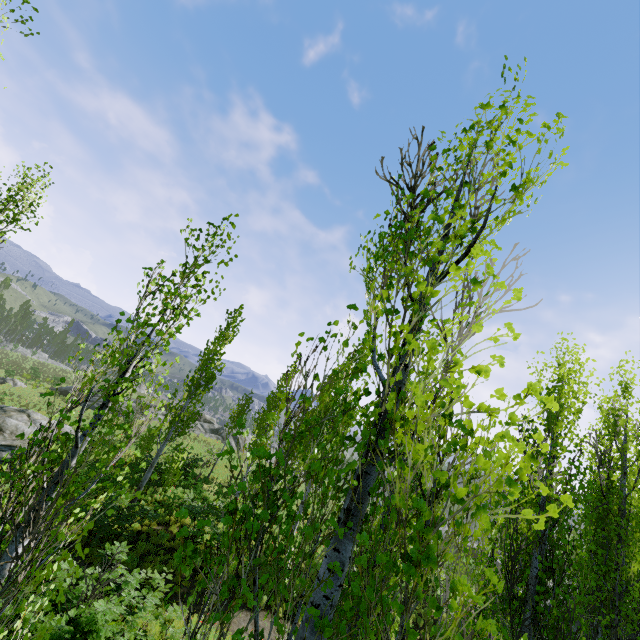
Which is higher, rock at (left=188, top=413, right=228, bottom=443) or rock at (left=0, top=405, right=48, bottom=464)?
rock at (left=188, top=413, right=228, bottom=443)

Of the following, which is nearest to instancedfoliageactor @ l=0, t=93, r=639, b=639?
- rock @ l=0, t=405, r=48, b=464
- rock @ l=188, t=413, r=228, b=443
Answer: rock @ l=188, t=413, r=228, b=443

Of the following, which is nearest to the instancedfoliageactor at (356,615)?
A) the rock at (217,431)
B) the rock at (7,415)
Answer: the rock at (217,431)

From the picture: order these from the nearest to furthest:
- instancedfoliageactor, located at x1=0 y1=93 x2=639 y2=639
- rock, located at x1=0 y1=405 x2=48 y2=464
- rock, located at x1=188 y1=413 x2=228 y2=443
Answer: instancedfoliageactor, located at x1=0 y1=93 x2=639 y2=639
rock, located at x1=0 y1=405 x2=48 y2=464
rock, located at x1=188 y1=413 x2=228 y2=443

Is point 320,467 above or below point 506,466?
below

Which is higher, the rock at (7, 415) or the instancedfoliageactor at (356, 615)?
the instancedfoliageactor at (356, 615)

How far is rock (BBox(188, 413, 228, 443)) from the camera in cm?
3581
